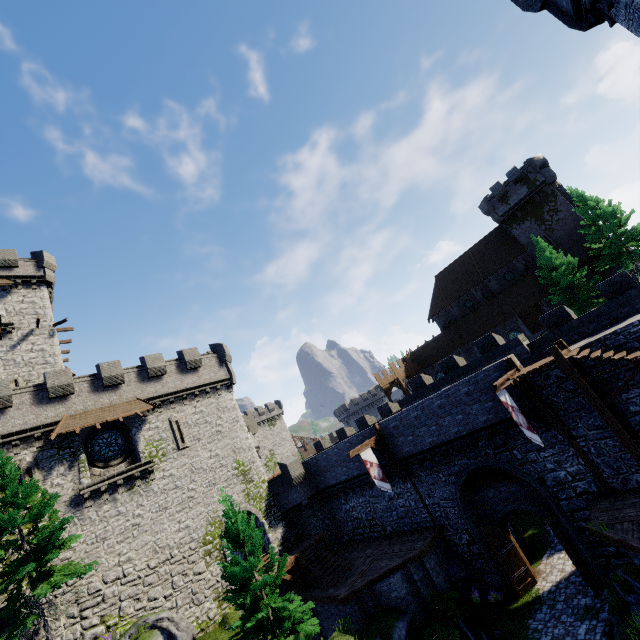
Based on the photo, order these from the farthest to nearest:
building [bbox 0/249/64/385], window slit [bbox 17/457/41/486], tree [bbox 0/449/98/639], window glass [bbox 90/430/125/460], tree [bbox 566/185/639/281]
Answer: tree [bbox 566/185/639/281] < building [bbox 0/249/64/385] < window glass [bbox 90/430/125/460] < window slit [bbox 17/457/41/486] < tree [bbox 0/449/98/639]

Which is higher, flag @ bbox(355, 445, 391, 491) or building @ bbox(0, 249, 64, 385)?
building @ bbox(0, 249, 64, 385)

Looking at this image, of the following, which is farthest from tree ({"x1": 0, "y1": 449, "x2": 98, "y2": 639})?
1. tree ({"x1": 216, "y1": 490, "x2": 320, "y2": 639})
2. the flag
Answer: the flag

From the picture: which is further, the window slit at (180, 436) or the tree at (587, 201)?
the tree at (587, 201)

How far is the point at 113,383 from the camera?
23.1m

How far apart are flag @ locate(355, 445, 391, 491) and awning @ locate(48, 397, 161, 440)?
14.13m

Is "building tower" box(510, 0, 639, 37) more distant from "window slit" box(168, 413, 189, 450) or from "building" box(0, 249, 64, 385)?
"building" box(0, 249, 64, 385)

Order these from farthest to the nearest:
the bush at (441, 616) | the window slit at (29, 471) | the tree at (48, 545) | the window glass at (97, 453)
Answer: the window glass at (97, 453), the window slit at (29, 471), the bush at (441, 616), the tree at (48, 545)
